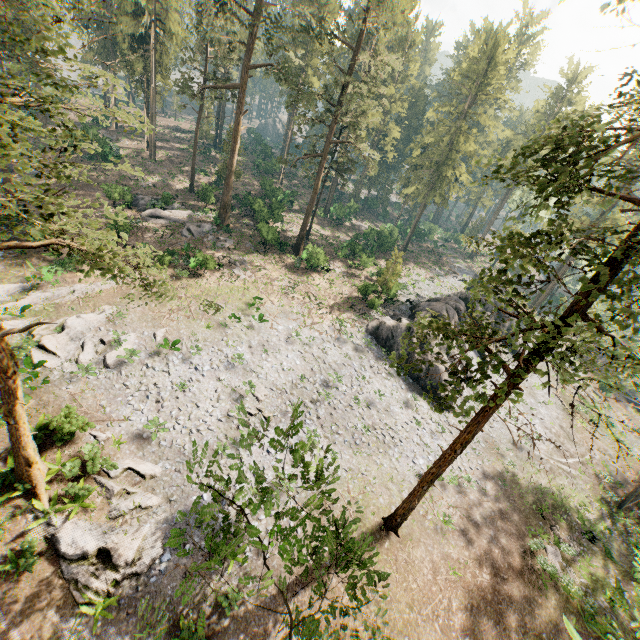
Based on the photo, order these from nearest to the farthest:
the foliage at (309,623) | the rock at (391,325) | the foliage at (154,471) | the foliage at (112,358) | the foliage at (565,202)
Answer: the foliage at (309,623), the foliage at (565,202), the foliage at (154,471), the foliage at (112,358), the rock at (391,325)

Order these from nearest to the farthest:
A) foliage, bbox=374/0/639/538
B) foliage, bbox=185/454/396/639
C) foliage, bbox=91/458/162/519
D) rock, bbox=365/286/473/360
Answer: foliage, bbox=185/454/396/639, foliage, bbox=374/0/639/538, foliage, bbox=91/458/162/519, rock, bbox=365/286/473/360

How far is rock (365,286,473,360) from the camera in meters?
30.4 m

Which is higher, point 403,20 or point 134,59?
point 403,20

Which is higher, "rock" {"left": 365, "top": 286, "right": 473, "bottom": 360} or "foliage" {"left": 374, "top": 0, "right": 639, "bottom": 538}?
"foliage" {"left": 374, "top": 0, "right": 639, "bottom": 538}

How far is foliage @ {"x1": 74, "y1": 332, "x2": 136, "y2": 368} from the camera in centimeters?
2084cm

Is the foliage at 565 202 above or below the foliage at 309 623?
above

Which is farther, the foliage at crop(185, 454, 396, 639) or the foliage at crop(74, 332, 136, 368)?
the foliage at crop(74, 332, 136, 368)
